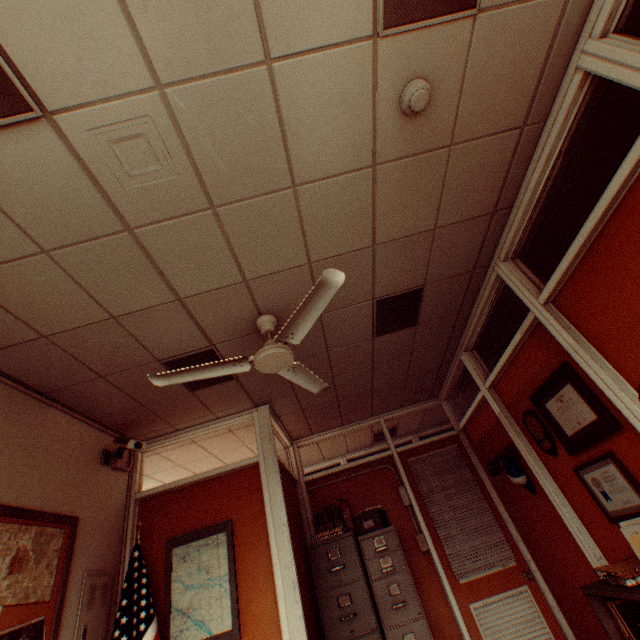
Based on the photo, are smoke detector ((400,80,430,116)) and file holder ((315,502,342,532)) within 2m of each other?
no

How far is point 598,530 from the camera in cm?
290

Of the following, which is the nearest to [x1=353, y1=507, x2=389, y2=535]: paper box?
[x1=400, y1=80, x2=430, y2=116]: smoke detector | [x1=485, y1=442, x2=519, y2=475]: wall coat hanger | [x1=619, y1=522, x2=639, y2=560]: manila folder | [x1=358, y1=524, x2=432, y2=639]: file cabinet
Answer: [x1=358, y1=524, x2=432, y2=639]: file cabinet

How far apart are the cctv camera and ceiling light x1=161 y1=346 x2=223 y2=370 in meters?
0.7 m

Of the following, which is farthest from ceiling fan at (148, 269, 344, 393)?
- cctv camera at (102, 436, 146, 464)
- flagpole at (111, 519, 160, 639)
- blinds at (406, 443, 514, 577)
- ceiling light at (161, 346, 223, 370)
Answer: blinds at (406, 443, 514, 577)

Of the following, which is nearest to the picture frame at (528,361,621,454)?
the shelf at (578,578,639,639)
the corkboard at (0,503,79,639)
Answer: the shelf at (578,578,639,639)

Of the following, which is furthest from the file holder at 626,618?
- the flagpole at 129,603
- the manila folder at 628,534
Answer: the flagpole at 129,603

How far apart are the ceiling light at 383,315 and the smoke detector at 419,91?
1.6 meters
